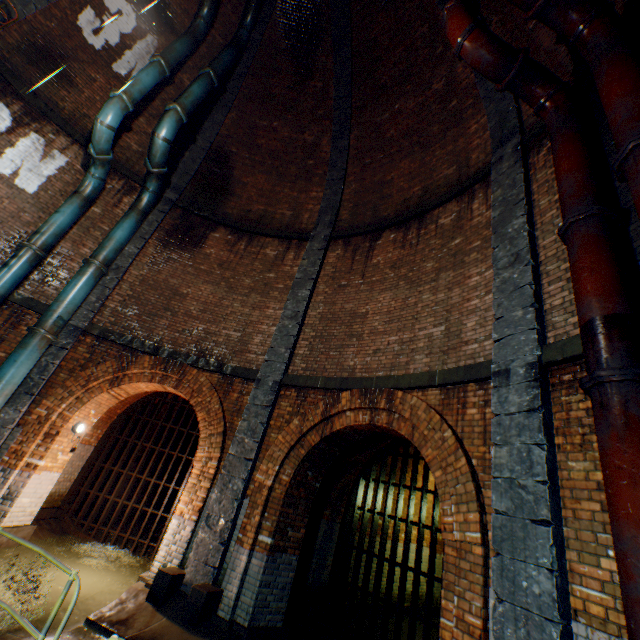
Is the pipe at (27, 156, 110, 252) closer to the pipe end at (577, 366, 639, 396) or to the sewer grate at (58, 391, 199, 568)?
the sewer grate at (58, 391, 199, 568)

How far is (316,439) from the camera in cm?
672

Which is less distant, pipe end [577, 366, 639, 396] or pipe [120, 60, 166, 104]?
pipe end [577, 366, 639, 396]

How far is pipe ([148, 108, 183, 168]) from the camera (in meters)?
8.70

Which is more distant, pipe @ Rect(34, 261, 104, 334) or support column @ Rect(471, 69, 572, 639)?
pipe @ Rect(34, 261, 104, 334)

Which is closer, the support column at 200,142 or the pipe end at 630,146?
→ the pipe end at 630,146

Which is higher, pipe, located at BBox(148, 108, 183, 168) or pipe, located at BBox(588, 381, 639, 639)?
pipe, located at BBox(148, 108, 183, 168)

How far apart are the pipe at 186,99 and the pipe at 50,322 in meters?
4.8
